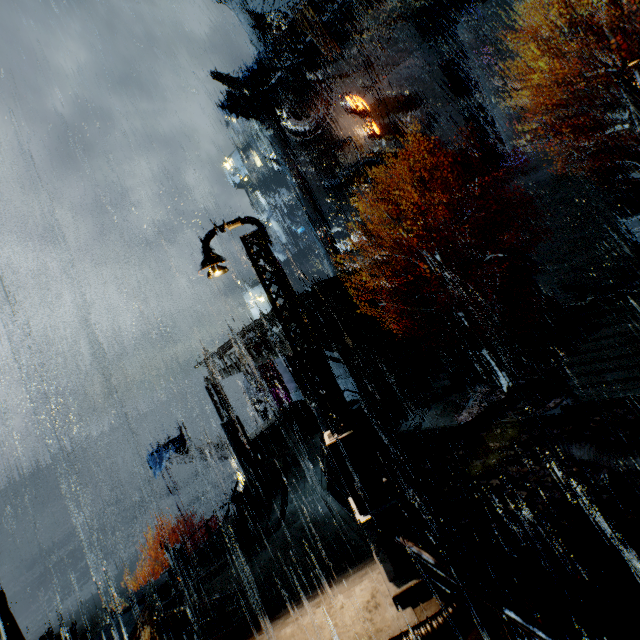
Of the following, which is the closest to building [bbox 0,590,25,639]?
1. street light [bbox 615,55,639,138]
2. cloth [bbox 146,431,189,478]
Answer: street light [bbox 615,55,639,138]

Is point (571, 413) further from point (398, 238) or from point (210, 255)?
point (398, 238)

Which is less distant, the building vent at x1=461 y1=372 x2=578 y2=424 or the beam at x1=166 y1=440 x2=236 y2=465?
the building vent at x1=461 y1=372 x2=578 y2=424

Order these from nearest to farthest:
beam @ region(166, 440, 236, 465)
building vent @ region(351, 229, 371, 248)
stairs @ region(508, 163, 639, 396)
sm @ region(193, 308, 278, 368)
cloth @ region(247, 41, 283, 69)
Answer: stairs @ region(508, 163, 639, 396)
sm @ region(193, 308, 278, 368)
beam @ region(166, 440, 236, 465)
cloth @ region(247, 41, 283, 69)
building vent @ region(351, 229, 371, 248)

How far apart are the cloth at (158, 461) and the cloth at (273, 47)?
41.3 meters

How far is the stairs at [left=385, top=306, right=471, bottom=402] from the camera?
22.8m

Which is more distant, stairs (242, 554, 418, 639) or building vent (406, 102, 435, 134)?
building vent (406, 102, 435, 134)

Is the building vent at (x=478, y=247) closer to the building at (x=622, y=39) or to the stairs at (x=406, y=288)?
the stairs at (x=406, y=288)
